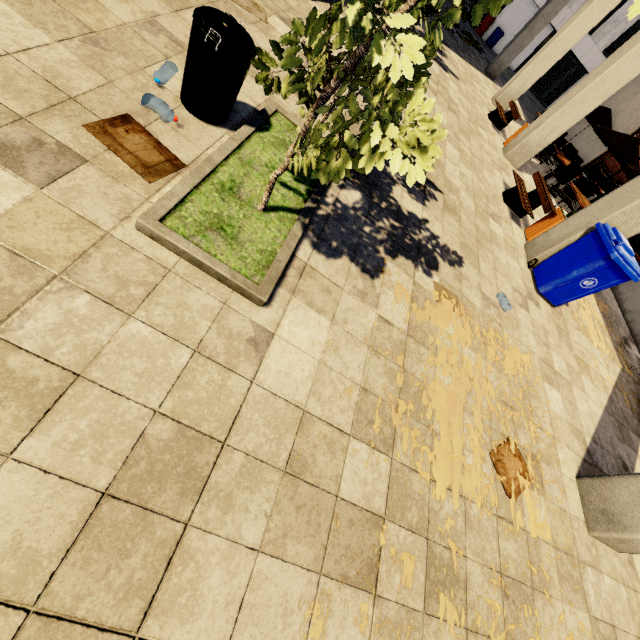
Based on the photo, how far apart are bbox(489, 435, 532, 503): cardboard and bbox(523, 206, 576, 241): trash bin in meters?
5.2 m

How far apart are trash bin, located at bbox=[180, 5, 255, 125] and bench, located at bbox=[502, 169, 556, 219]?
6.5m

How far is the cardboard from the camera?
3.1 meters

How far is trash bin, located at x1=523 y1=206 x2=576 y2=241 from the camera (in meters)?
6.48

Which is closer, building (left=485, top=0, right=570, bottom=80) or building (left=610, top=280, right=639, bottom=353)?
building (left=610, top=280, right=639, bottom=353)

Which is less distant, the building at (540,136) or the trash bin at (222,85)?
the trash bin at (222,85)

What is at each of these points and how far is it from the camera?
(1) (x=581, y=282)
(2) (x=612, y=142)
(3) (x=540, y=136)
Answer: (1) trash bin, 5.4m
(2) umbrella, 9.8m
(3) building, 8.9m

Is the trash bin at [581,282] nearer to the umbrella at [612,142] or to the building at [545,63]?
the building at [545,63]
